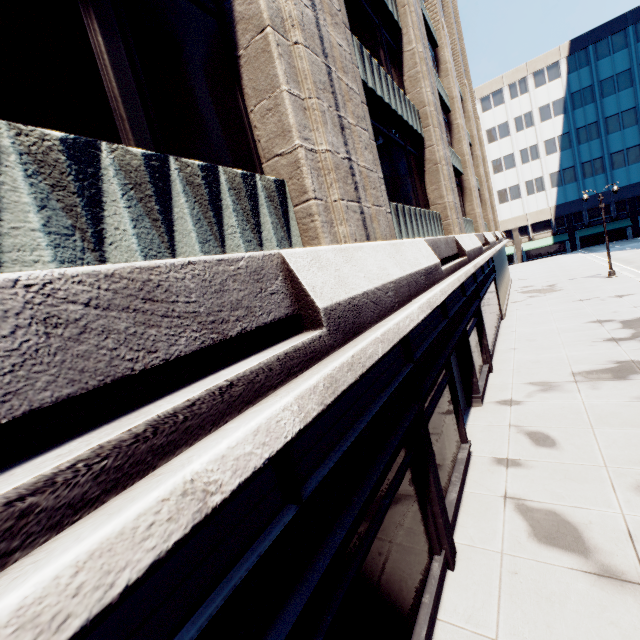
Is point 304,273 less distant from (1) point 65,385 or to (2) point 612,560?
(1) point 65,385
